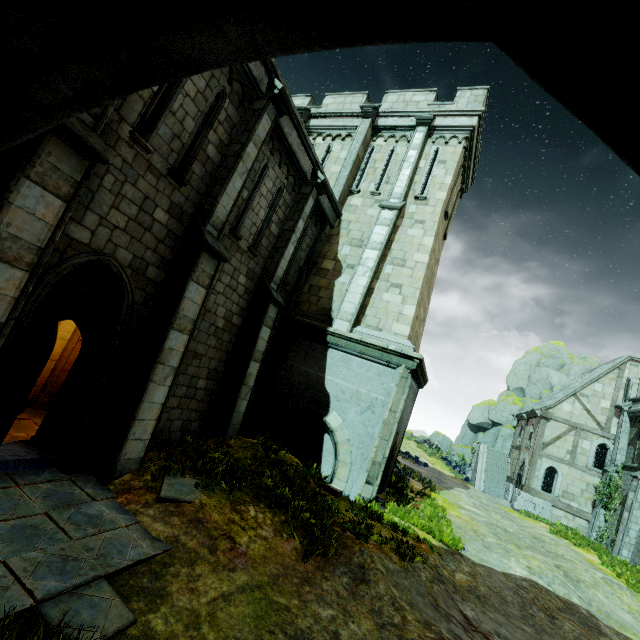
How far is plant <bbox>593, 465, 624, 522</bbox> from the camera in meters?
20.1

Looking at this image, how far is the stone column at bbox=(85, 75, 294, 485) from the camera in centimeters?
636cm

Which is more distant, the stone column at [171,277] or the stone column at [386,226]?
the stone column at [386,226]

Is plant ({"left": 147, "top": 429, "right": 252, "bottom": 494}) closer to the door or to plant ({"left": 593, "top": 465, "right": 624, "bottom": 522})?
the door

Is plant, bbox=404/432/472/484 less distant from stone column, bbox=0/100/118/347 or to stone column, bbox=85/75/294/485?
stone column, bbox=85/75/294/485

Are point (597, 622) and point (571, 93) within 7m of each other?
no

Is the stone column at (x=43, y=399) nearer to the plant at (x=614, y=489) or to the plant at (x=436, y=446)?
the plant at (x=614, y=489)

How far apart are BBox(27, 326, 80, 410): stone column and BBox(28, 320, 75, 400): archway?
0.0 meters
